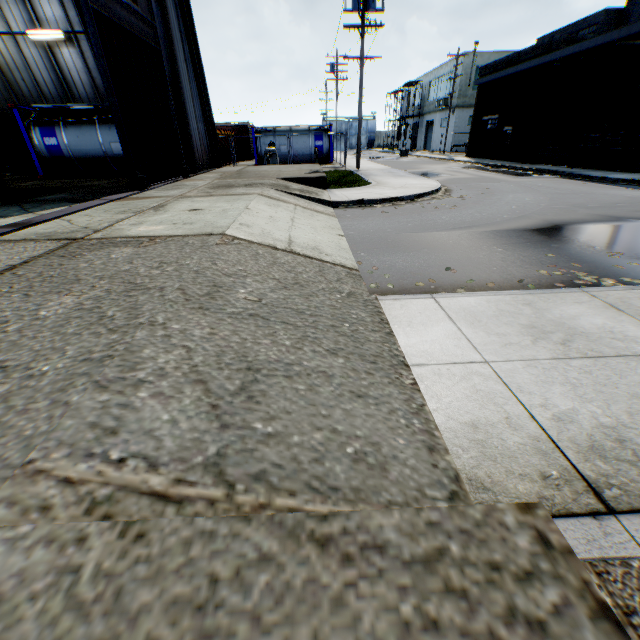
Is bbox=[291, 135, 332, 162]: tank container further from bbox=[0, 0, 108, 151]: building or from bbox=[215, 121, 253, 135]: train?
bbox=[0, 0, 108, 151]: building

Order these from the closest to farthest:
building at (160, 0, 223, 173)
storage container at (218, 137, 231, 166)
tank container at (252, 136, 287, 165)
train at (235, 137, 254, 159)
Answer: building at (160, 0, 223, 173)
storage container at (218, 137, 231, 166)
tank container at (252, 136, 287, 165)
train at (235, 137, 254, 159)

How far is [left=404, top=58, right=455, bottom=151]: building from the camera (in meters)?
40.84

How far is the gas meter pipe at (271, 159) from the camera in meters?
22.8 m

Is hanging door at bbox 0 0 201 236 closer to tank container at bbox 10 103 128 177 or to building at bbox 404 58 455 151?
tank container at bbox 10 103 128 177

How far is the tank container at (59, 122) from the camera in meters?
14.9 m

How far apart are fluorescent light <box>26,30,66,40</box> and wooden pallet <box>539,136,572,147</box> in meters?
28.2

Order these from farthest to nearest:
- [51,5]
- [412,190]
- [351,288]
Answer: [51,5] → [412,190] → [351,288]
